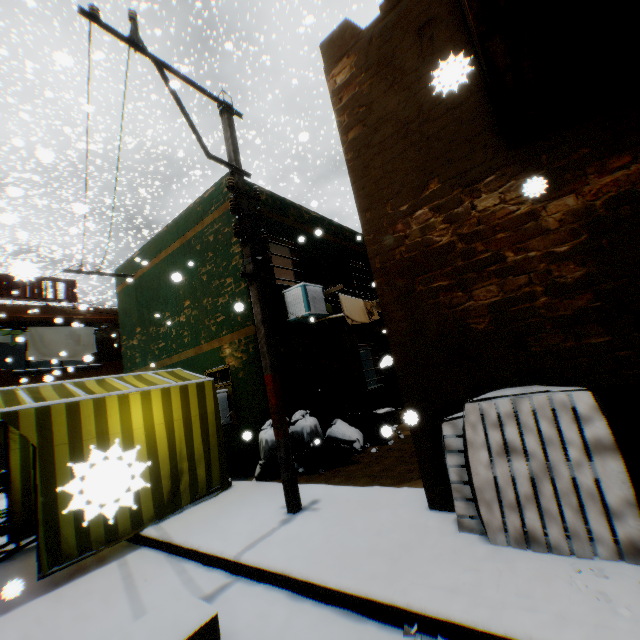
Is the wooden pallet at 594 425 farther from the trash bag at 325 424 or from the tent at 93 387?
the tent at 93 387

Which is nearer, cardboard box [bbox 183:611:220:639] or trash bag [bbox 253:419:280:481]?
cardboard box [bbox 183:611:220:639]

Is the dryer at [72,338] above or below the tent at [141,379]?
above

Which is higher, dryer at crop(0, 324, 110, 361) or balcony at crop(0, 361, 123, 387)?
dryer at crop(0, 324, 110, 361)

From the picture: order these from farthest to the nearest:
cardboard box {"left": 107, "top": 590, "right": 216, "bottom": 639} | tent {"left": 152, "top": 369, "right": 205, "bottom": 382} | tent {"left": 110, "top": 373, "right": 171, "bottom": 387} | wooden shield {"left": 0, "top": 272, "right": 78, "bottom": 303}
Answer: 1. wooden shield {"left": 0, "top": 272, "right": 78, "bottom": 303}
2. tent {"left": 152, "top": 369, "right": 205, "bottom": 382}
3. tent {"left": 110, "top": 373, "right": 171, "bottom": 387}
4. cardboard box {"left": 107, "top": 590, "right": 216, "bottom": 639}

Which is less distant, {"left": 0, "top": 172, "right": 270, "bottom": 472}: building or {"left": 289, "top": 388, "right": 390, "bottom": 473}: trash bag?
{"left": 289, "top": 388, "right": 390, "bottom": 473}: trash bag

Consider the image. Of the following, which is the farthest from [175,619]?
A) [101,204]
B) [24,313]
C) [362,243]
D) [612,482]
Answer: [101,204]

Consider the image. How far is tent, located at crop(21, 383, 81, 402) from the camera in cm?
489
